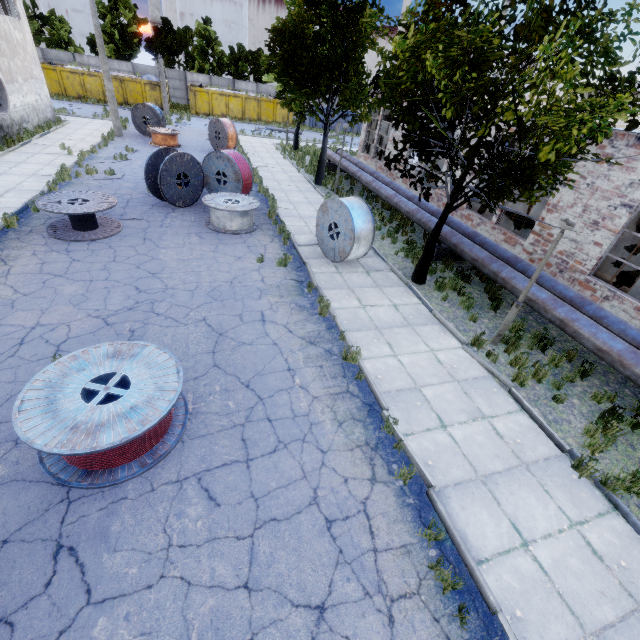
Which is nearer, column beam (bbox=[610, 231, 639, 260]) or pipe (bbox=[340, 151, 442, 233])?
column beam (bbox=[610, 231, 639, 260])

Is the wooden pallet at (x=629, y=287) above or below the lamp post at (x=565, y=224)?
below

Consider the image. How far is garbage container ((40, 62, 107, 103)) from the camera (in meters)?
31.17

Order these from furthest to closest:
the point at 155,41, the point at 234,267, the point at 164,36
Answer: the point at 155,41 < the point at 164,36 < the point at 234,267

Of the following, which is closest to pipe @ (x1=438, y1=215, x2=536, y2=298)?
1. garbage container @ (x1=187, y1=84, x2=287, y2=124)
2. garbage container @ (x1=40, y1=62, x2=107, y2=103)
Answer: garbage container @ (x1=187, y1=84, x2=287, y2=124)

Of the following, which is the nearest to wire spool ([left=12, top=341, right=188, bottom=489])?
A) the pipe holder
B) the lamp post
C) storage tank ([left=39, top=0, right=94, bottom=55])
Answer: the lamp post

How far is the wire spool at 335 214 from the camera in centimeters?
991cm

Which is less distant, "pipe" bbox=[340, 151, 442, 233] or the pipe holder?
the pipe holder
